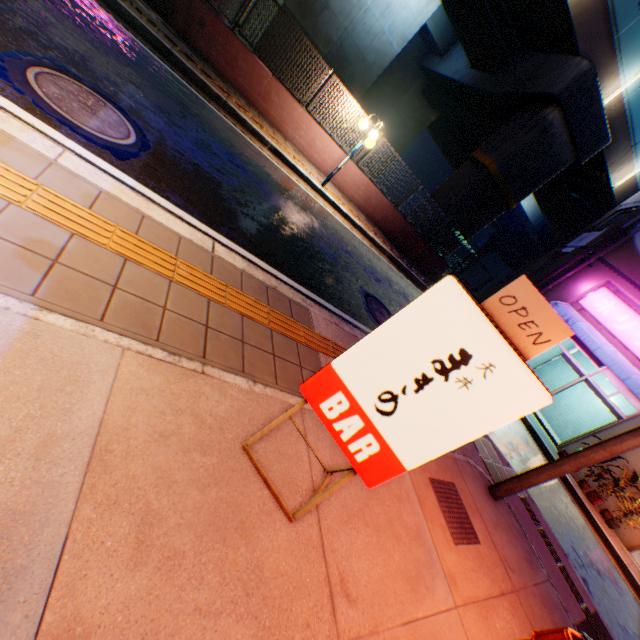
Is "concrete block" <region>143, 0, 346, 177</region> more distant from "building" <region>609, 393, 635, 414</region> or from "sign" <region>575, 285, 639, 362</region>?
"sign" <region>575, 285, 639, 362</region>

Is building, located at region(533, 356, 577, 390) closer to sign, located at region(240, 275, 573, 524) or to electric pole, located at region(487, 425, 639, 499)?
electric pole, located at region(487, 425, 639, 499)

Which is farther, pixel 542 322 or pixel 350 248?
pixel 350 248

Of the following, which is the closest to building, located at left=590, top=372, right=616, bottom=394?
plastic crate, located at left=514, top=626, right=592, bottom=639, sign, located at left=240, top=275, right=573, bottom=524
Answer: plastic crate, located at left=514, top=626, right=592, bottom=639

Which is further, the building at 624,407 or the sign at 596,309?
Answer: the building at 624,407

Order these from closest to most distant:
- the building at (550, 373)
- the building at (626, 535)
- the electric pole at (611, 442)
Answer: the electric pole at (611, 442) < the building at (626, 535) < the building at (550, 373)

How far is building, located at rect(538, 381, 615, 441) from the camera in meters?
14.1 m

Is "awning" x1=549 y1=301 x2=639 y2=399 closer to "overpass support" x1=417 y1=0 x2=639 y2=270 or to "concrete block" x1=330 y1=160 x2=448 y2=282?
"concrete block" x1=330 y1=160 x2=448 y2=282
